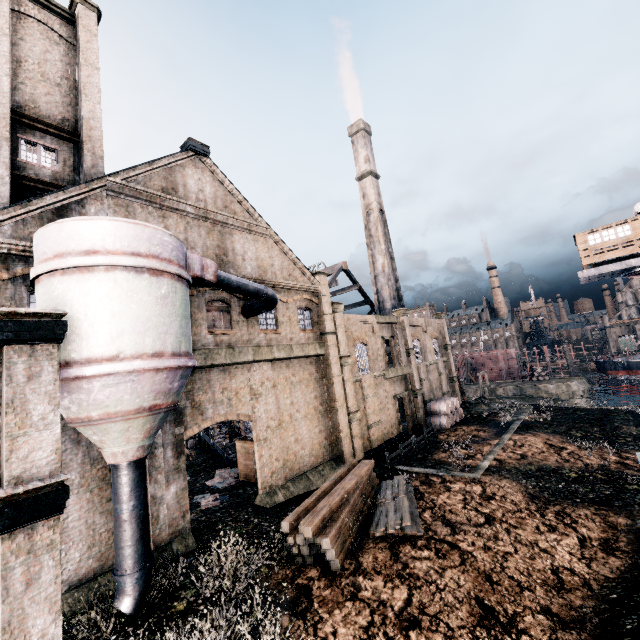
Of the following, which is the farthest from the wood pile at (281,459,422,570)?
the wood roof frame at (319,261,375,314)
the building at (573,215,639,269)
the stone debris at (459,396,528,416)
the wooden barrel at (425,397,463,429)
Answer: the building at (573,215,639,269)

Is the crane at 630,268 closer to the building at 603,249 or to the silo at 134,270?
the building at 603,249

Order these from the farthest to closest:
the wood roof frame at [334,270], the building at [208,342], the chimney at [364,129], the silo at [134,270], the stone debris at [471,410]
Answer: the chimney at [364,129] < the wood roof frame at [334,270] < the stone debris at [471,410] < the silo at [134,270] < the building at [208,342]

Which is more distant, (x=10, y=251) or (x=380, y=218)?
(x=380, y=218)

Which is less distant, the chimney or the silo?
the silo

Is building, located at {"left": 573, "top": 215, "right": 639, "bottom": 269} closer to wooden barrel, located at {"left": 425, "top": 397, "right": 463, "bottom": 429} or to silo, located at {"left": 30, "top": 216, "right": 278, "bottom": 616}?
wooden barrel, located at {"left": 425, "top": 397, "right": 463, "bottom": 429}

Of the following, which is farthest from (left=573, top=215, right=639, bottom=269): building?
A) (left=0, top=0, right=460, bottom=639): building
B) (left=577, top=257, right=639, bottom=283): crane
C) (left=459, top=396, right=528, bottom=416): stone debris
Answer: (left=459, top=396, right=528, bottom=416): stone debris

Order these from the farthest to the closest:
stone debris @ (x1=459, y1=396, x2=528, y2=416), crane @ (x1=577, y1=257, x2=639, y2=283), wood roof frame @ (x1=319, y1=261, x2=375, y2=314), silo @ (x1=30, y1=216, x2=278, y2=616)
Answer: wood roof frame @ (x1=319, y1=261, x2=375, y2=314)
stone debris @ (x1=459, y1=396, x2=528, y2=416)
crane @ (x1=577, y1=257, x2=639, y2=283)
silo @ (x1=30, y1=216, x2=278, y2=616)
